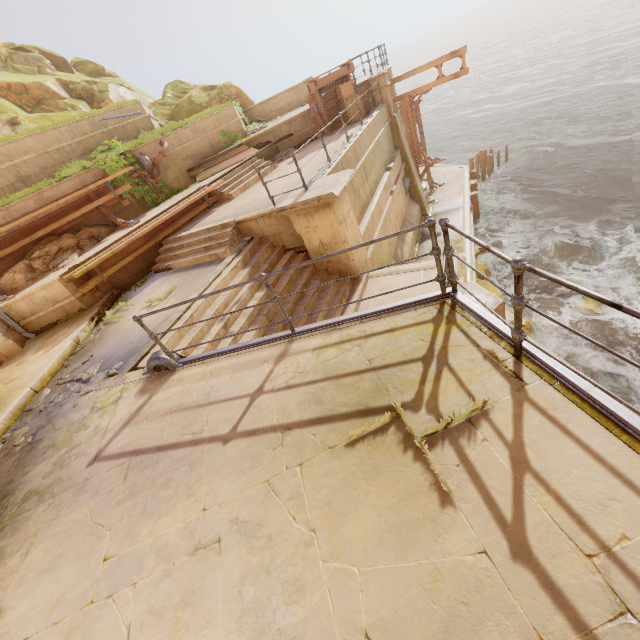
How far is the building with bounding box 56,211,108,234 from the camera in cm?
1060

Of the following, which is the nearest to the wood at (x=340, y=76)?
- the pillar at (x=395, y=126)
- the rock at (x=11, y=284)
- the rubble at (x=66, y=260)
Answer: the pillar at (x=395, y=126)

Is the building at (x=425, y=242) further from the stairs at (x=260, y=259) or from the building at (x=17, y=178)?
the stairs at (x=260, y=259)

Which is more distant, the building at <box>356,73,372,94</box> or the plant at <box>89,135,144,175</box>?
the building at <box>356,73,372,94</box>

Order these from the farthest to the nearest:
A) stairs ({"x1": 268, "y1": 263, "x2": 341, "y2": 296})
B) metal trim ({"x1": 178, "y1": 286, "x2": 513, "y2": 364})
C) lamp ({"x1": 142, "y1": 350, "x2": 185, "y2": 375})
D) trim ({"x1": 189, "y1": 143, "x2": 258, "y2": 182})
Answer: trim ({"x1": 189, "y1": 143, "x2": 258, "y2": 182}), stairs ({"x1": 268, "y1": 263, "x2": 341, "y2": 296}), lamp ({"x1": 142, "y1": 350, "x2": 185, "y2": 375}), metal trim ({"x1": 178, "y1": 286, "x2": 513, "y2": 364})

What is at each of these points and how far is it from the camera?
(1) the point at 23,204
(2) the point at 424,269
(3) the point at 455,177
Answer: (1) building, 9.7 meters
(2) building, 7.9 meters
(3) building, 20.5 meters

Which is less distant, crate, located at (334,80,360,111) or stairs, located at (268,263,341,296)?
stairs, located at (268,263,341,296)

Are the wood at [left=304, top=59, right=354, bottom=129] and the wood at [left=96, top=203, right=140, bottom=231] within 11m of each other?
yes
